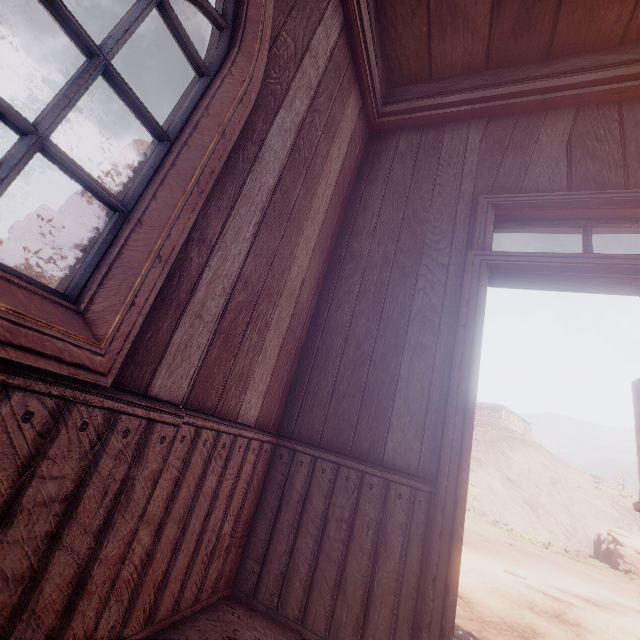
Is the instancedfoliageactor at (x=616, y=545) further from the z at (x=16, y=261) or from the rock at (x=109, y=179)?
the rock at (x=109, y=179)

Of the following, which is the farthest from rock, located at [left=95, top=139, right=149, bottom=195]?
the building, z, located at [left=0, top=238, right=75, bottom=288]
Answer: the building

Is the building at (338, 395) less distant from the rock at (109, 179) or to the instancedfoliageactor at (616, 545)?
the instancedfoliageactor at (616, 545)

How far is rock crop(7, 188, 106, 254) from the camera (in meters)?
45.38

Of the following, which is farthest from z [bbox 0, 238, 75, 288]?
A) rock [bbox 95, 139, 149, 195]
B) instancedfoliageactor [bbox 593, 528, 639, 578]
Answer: rock [bbox 95, 139, 149, 195]

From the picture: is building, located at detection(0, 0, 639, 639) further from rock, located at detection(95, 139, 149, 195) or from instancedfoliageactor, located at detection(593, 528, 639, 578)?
rock, located at detection(95, 139, 149, 195)

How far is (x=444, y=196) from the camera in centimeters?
251cm
